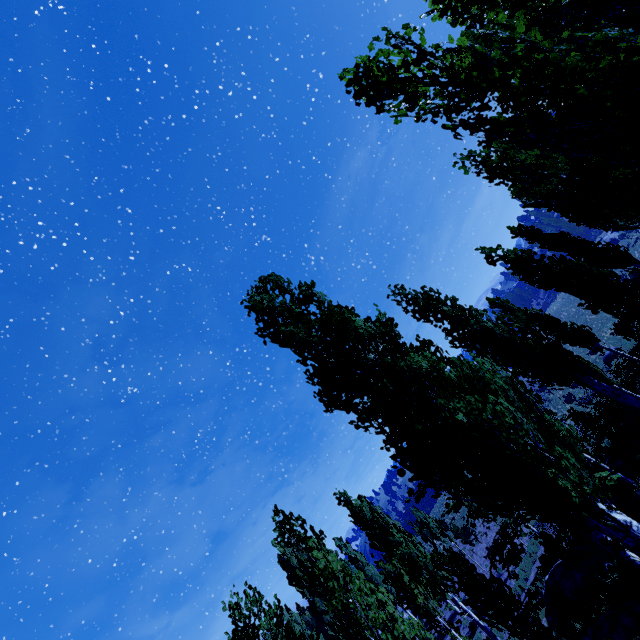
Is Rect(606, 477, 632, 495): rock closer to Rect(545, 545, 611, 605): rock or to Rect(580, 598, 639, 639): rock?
Rect(545, 545, 611, 605): rock

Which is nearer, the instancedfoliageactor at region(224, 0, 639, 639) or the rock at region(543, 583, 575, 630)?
the instancedfoliageactor at region(224, 0, 639, 639)

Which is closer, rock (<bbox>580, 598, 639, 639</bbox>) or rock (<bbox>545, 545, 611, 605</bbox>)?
rock (<bbox>580, 598, 639, 639</bbox>)

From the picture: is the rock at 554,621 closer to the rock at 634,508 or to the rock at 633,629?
the rock at 634,508

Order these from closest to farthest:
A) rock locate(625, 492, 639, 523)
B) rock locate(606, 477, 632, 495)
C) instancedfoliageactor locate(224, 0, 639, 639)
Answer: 1. instancedfoliageactor locate(224, 0, 639, 639)
2. rock locate(625, 492, 639, 523)
3. rock locate(606, 477, 632, 495)

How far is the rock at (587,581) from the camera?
13.34m

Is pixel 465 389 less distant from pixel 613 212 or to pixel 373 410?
pixel 373 410

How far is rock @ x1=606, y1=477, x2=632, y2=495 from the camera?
14.7m
